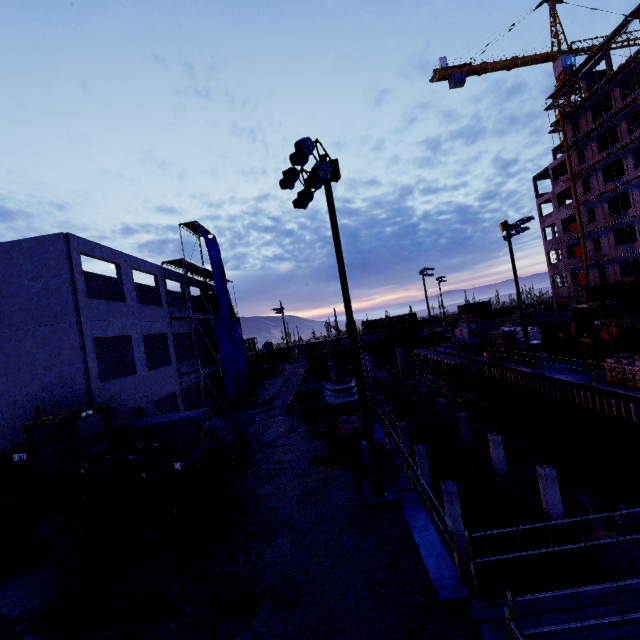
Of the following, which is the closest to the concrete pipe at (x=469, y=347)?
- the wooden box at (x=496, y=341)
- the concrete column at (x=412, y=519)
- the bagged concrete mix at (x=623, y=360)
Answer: the wooden box at (x=496, y=341)

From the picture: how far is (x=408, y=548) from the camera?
7.97m

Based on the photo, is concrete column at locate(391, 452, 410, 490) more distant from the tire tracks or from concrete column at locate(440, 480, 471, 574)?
Result: the tire tracks

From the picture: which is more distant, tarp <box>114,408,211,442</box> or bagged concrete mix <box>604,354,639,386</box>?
bagged concrete mix <box>604,354,639,386</box>

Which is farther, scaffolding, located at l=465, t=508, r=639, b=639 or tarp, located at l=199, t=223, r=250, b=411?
tarp, located at l=199, t=223, r=250, b=411

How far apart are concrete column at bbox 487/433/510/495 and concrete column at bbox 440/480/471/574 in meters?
6.0

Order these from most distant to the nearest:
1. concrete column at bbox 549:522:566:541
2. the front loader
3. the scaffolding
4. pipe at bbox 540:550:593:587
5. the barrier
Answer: the front loader
concrete column at bbox 549:522:566:541
pipe at bbox 540:550:593:587
the barrier
the scaffolding

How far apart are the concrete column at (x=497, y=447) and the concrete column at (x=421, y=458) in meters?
4.1 m
